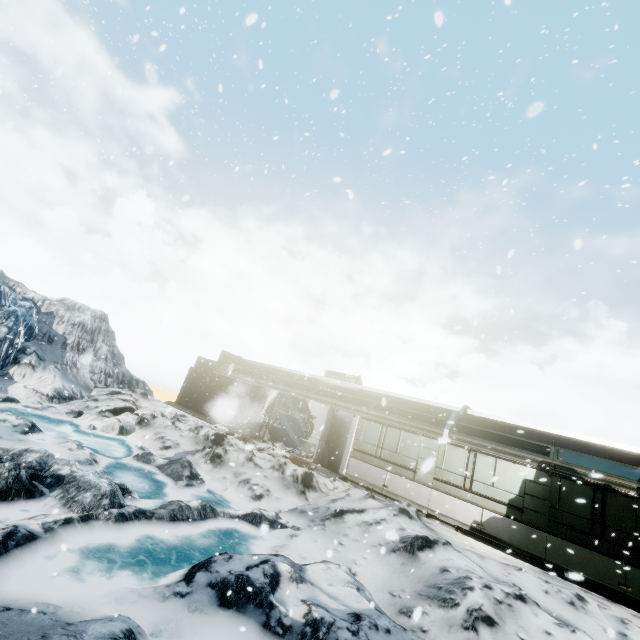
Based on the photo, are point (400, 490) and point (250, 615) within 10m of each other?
yes
